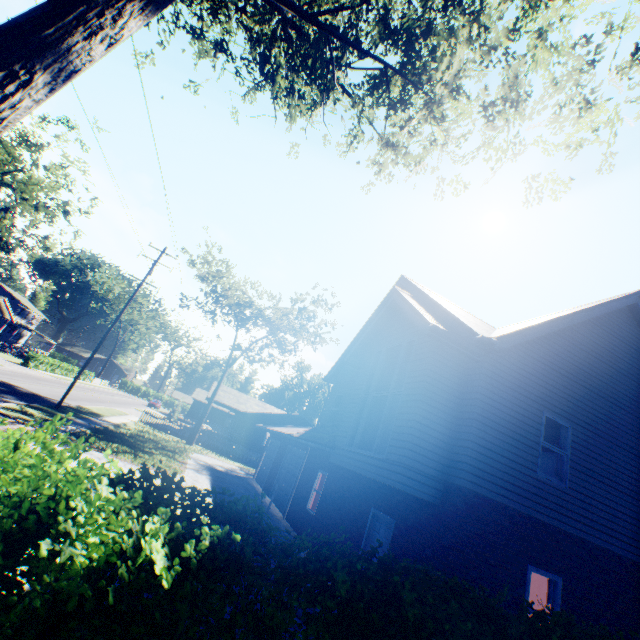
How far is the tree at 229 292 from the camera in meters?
28.9

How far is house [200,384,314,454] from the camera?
35.4 meters

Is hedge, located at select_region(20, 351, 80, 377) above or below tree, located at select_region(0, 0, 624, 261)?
below

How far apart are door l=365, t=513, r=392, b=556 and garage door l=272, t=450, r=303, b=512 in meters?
7.4 m

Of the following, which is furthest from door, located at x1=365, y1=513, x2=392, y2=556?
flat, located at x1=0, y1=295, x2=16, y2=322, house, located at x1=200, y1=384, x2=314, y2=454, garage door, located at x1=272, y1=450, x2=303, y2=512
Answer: flat, located at x1=0, y1=295, x2=16, y2=322

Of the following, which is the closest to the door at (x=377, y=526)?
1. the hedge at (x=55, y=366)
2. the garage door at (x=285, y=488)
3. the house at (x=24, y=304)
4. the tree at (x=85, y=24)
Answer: the garage door at (x=285, y=488)

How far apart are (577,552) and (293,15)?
16.8m

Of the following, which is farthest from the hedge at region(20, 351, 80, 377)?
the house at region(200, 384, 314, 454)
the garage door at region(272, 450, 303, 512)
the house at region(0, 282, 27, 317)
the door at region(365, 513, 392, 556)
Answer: the door at region(365, 513, 392, 556)
